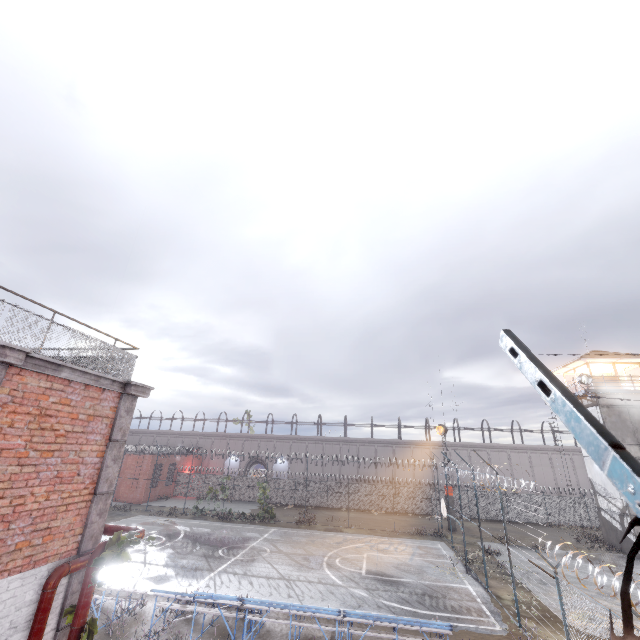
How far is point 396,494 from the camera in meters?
37.4 m

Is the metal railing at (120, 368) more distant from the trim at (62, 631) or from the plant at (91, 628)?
the plant at (91, 628)

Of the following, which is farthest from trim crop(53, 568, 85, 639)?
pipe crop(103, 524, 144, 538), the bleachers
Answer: the bleachers

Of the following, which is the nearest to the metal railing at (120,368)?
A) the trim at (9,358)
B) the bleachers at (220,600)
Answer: the trim at (9,358)

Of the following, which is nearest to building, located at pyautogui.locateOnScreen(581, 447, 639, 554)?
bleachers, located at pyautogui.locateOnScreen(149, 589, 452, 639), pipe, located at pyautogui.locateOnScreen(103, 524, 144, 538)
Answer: bleachers, located at pyautogui.locateOnScreen(149, 589, 452, 639)

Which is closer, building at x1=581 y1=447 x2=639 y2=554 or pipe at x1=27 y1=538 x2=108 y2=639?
pipe at x1=27 y1=538 x2=108 y2=639

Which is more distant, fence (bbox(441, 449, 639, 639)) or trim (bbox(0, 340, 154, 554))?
trim (bbox(0, 340, 154, 554))

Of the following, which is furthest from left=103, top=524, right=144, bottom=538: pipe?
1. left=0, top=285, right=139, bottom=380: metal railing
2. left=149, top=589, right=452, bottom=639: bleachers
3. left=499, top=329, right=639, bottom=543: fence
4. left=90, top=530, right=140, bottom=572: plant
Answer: left=149, top=589, right=452, bottom=639: bleachers
